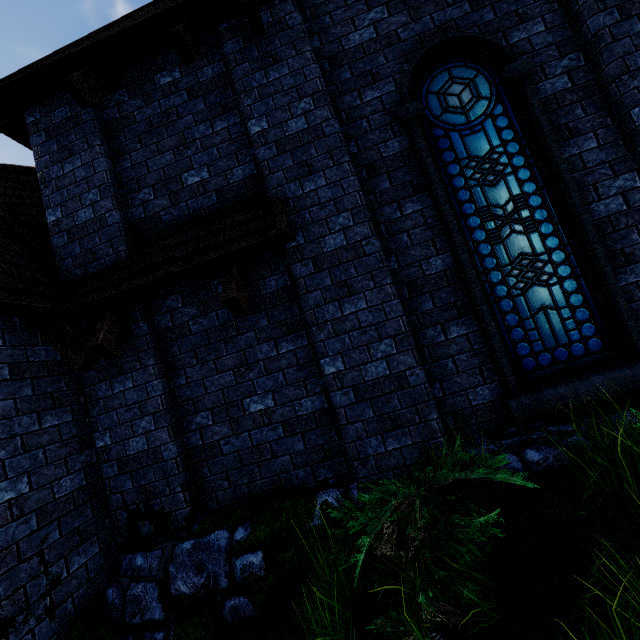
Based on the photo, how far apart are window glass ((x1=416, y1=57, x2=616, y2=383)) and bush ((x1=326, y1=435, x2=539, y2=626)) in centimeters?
144cm

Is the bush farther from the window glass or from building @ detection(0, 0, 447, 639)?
the window glass

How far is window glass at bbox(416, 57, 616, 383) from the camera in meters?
3.4

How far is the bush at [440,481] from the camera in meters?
1.8 m

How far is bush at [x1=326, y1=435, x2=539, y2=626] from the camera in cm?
181

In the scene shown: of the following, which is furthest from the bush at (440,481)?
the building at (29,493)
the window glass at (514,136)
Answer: the window glass at (514,136)

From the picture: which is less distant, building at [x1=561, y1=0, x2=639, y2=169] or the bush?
the bush

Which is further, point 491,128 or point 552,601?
point 491,128
